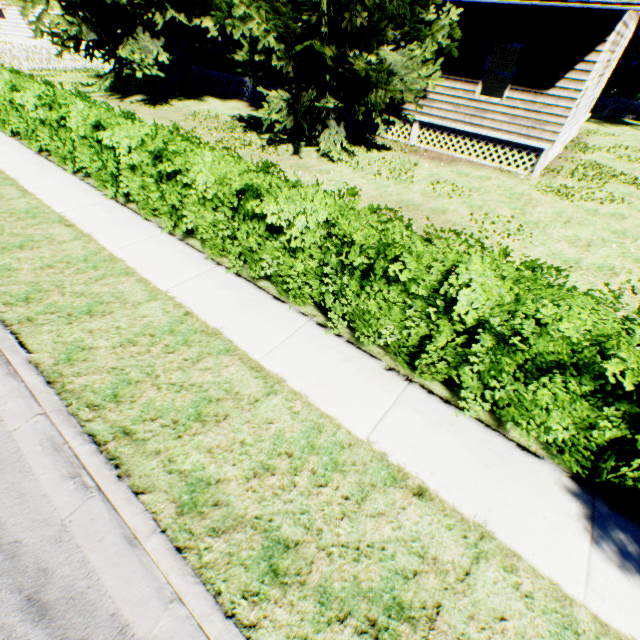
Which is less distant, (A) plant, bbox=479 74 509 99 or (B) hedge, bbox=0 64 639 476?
(B) hedge, bbox=0 64 639 476

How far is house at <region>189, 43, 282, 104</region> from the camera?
17.4m

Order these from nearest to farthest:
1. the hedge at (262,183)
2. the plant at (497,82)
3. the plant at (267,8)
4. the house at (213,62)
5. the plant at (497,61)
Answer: the hedge at (262,183), the plant at (267,8), the plant at (497,82), the plant at (497,61), the house at (213,62)

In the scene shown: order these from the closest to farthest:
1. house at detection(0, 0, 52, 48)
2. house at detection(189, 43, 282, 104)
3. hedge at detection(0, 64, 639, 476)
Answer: hedge at detection(0, 64, 639, 476) < house at detection(189, 43, 282, 104) < house at detection(0, 0, 52, 48)

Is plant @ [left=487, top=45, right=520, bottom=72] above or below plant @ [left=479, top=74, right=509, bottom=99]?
above

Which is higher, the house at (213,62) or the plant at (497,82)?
the plant at (497,82)

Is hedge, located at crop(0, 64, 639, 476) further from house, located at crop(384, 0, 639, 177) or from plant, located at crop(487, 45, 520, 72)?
house, located at crop(384, 0, 639, 177)

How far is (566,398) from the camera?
3.2 meters
